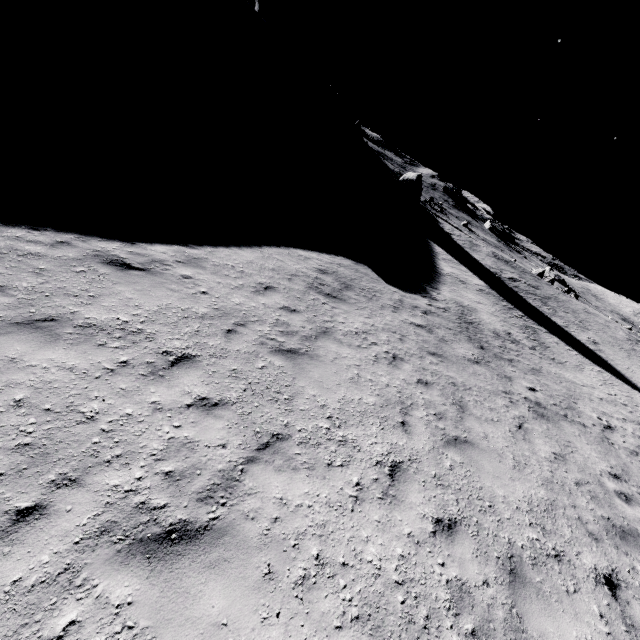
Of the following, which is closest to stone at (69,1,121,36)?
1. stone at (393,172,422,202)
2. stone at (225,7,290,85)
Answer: stone at (225,7,290,85)

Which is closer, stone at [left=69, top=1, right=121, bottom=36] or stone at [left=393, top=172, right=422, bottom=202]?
stone at [left=69, top=1, right=121, bottom=36]

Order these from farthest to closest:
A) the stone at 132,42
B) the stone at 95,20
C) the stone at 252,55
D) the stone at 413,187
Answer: the stone at 413,187, the stone at 252,55, the stone at 132,42, the stone at 95,20

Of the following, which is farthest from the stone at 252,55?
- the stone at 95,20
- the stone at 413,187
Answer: the stone at 413,187

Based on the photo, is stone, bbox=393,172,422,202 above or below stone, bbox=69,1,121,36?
above

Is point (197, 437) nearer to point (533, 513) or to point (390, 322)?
point (533, 513)

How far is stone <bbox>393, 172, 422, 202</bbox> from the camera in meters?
48.7
